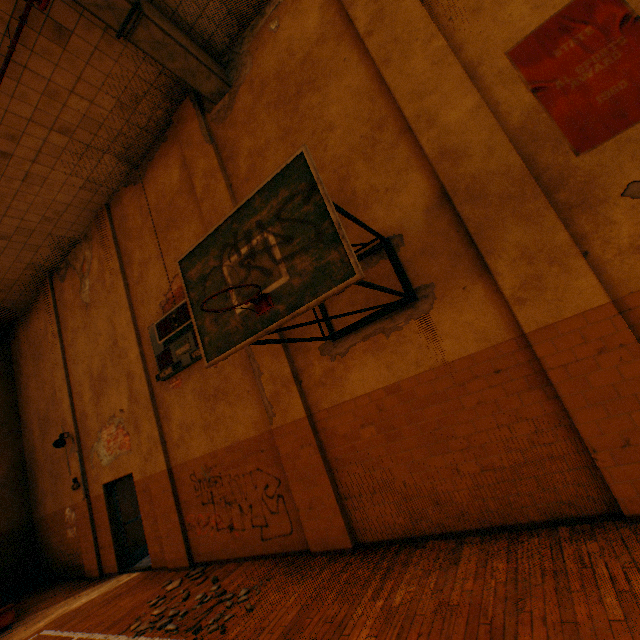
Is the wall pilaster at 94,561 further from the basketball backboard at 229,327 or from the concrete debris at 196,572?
the basketball backboard at 229,327

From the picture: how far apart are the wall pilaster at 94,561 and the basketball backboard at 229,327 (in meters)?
8.83

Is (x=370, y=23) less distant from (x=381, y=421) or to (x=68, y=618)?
(x=381, y=421)

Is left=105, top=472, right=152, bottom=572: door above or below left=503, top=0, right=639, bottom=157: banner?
below

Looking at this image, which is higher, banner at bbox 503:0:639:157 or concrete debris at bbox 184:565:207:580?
banner at bbox 503:0:639:157

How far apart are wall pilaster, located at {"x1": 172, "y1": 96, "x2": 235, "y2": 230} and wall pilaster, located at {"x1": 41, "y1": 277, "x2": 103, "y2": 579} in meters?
7.1

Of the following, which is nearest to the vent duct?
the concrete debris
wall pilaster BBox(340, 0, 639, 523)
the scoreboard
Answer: wall pilaster BBox(340, 0, 639, 523)

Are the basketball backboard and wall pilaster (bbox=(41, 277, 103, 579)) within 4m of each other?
no
